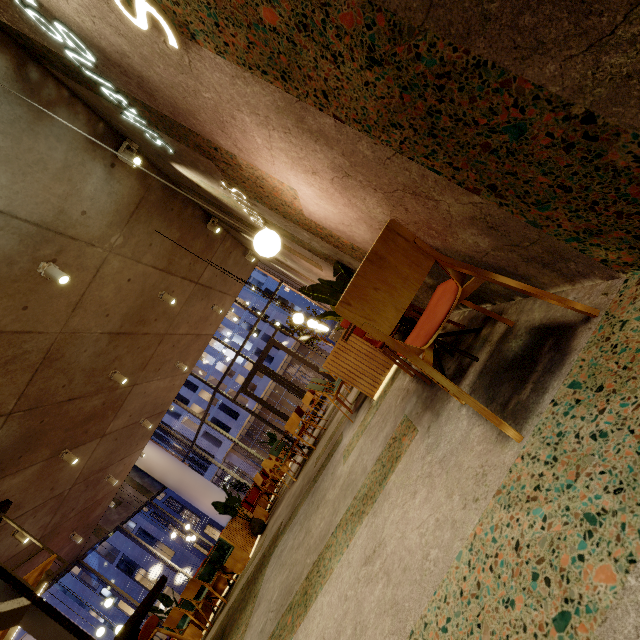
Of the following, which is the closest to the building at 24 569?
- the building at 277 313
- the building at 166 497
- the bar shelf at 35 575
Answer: the bar shelf at 35 575

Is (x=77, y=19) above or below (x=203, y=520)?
below

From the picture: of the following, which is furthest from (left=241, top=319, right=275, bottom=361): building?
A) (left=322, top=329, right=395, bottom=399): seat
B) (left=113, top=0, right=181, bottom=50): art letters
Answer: (left=113, top=0, right=181, bottom=50): art letters

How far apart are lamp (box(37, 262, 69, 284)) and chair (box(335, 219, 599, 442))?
4.5 meters

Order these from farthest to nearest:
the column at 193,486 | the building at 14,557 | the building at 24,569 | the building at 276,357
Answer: the building at 276,357 → the column at 193,486 → the building at 24,569 → the building at 14,557

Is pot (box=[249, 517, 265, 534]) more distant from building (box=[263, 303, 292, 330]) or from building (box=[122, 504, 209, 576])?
building (box=[122, 504, 209, 576])

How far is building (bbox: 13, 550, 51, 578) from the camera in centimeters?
800cm

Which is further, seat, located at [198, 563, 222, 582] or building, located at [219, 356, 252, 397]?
building, located at [219, 356, 252, 397]
